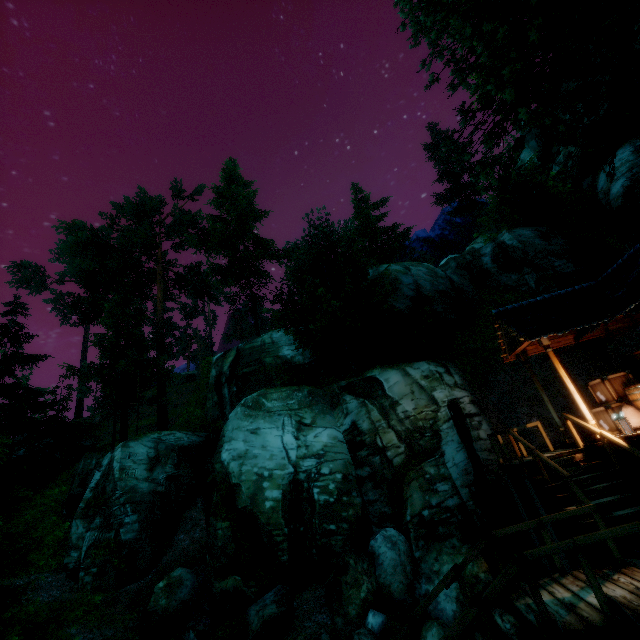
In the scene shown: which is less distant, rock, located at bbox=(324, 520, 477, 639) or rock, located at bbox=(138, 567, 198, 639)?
rock, located at bbox=(324, 520, 477, 639)

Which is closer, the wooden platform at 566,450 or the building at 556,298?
the wooden platform at 566,450

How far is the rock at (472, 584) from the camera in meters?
8.9

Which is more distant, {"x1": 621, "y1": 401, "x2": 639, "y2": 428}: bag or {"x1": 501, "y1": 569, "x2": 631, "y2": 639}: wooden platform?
{"x1": 621, "y1": 401, "x2": 639, "y2": 428}: bag

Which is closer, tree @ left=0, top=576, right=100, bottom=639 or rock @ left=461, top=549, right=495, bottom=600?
tree @ left=0, top=576, right=100, bottom=639

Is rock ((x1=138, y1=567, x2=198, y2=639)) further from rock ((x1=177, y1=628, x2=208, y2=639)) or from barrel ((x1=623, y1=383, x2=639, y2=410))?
barrel ((x1=623, y1=383, x2=639, y2=410))

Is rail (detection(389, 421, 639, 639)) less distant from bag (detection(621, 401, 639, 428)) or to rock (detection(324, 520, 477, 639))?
bag (detection(621, 401, 639, 428))

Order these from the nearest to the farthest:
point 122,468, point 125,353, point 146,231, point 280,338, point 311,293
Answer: point 311,293, point 122,468, point 280,338, point 125,353, point 146,231
